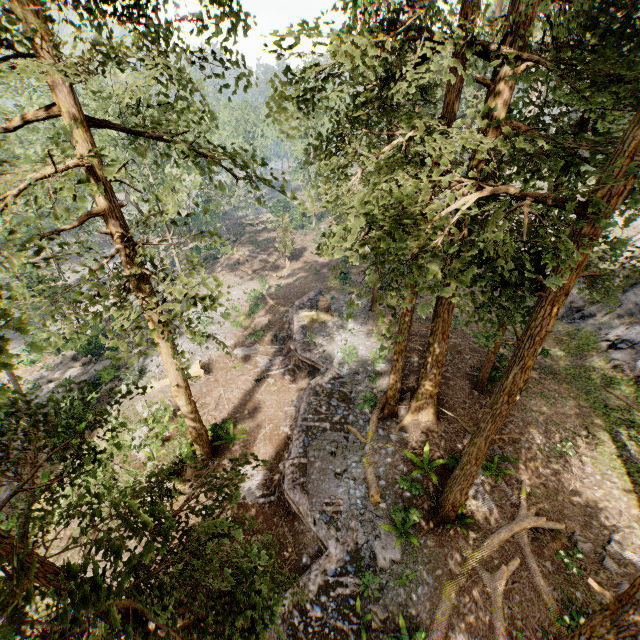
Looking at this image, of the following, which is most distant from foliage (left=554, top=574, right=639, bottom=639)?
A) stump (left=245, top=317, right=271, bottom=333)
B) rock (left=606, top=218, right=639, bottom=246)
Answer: stump (left=245, top=317, right=271, bottom=333)

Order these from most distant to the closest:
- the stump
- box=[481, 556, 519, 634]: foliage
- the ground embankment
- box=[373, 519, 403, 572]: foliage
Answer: the stump → box=[373, 519, 403, 572]: foliage → the ground embankment → box=[481, 556, 519, 634]: foliage

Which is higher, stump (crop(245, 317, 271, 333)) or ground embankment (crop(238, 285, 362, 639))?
ground embankment (crop(238, 285, 362, 639))

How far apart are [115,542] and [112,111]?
36.5 meters

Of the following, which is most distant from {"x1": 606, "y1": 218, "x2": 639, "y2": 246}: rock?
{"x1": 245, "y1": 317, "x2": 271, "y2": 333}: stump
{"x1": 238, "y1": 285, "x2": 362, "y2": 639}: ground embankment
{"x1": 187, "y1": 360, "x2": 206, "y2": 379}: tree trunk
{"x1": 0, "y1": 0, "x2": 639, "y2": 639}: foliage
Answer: {"x1": 187, "y1": 360, "x2": 206, "y2": 379}: tree trunk

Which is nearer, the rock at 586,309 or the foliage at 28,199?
the foliage at 28,199

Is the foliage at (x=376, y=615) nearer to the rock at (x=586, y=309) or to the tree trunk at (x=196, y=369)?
the rock at (x=586, y=309)

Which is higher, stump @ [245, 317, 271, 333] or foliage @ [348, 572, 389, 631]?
foliage @ [348, 572, 389, 631]
